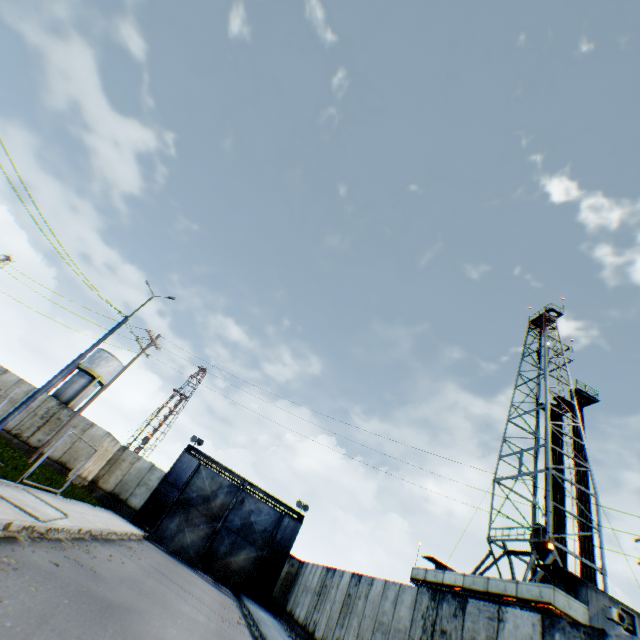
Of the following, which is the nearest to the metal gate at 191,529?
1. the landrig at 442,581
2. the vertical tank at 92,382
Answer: the landrig at 442,581

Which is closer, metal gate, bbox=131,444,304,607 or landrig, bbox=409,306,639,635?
landrig, bbox=409,306,639,635

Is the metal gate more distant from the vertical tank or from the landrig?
the vertical tank

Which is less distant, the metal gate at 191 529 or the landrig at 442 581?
the landrig at 442 581

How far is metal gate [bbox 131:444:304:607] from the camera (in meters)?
22.55

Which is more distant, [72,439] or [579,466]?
[579,466]

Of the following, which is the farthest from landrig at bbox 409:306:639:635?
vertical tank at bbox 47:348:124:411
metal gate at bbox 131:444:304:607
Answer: vertical tank at bbox 47:348:124:411
